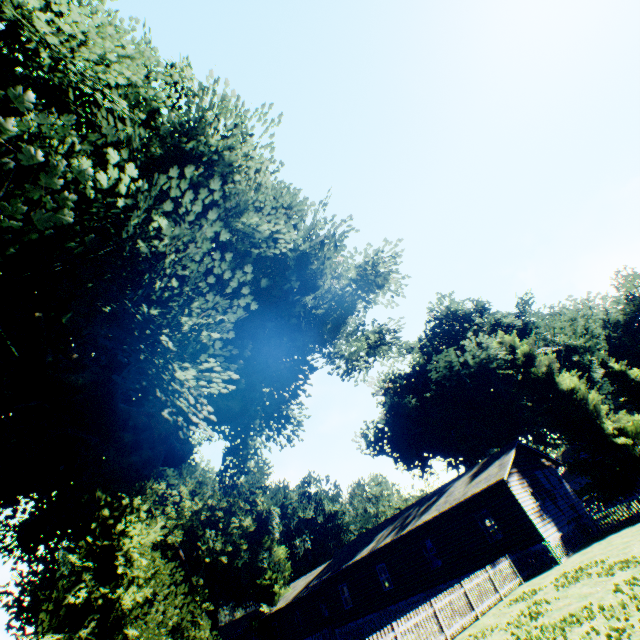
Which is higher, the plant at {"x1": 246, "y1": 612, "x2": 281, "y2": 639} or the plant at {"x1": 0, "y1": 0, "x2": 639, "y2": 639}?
the plant at {"x1": 0, "y1": 0, "x2": 639, "y2": 639}

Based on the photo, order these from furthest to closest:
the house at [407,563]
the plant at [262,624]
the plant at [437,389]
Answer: the plant at [262,624] < the house at [407,563] < the plant at [437,389]

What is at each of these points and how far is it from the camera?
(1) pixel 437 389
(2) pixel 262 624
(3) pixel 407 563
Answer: (1) plant, 38.2 meters
(2) plant, 38.6 meters
(3) house, 23.6 meters

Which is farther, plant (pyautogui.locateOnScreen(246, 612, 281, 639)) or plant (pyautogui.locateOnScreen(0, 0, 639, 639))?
plant (pyautogui.locateOnScreen(246, 612, 281, 639))

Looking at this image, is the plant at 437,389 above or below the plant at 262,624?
above

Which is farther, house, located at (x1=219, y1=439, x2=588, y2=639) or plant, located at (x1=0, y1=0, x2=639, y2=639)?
house, located at (x1=219, y1=439, x2=588, y2=639)

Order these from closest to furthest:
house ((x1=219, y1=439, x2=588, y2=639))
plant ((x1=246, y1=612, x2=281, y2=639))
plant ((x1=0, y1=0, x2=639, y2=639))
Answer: plant ((x1=0, y1=0, x2=639, y2=639)) < house ((x1=219, y1=439, x2=588, y2=639)) < plant ((x1=246, y1=612, x2=281, y2=639))
